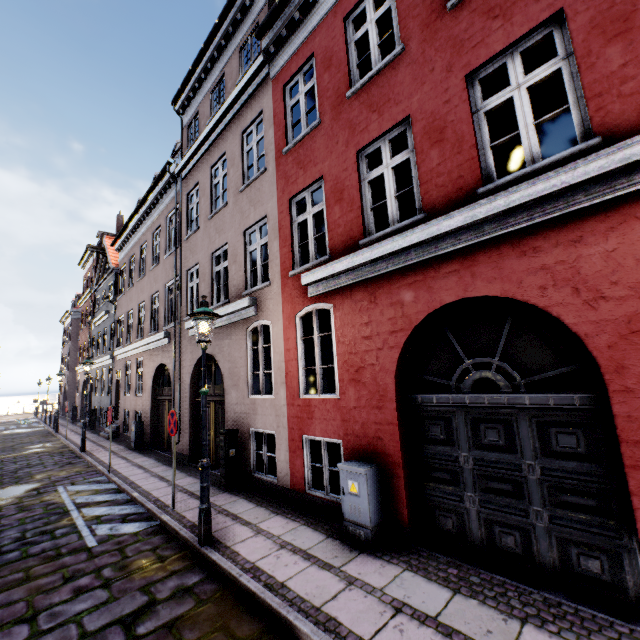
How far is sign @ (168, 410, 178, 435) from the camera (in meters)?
6.63

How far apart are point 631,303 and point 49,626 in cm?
711

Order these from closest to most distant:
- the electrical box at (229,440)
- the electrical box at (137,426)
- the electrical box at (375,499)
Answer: the electrical box at (375,499), the electrical box at (229,440), the electrical box at (137,426)

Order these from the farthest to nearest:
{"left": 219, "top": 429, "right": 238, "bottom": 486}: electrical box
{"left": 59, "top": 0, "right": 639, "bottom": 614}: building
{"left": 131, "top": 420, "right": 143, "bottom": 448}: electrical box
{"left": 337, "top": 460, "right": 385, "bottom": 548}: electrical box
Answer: {"left": 131, "top": 420, "right": 143, "bottom": 448}: electrical box
{"left": 219, "top": 429, "right": 238, "bottom": 486}: electrical box
{"left": 337, "top": 460, "right": 385, "bottom": 548}: electrical box
{"left": 59, "top": 0, "right": 639, "bottom": 614}: building

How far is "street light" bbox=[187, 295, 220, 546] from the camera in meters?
5.0

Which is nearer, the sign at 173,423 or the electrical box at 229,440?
the sign at 173,423

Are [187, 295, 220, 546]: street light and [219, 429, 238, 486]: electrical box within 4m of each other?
yes

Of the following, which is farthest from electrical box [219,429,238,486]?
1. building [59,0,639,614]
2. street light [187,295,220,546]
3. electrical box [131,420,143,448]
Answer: electrical box [131,420,143,448]
